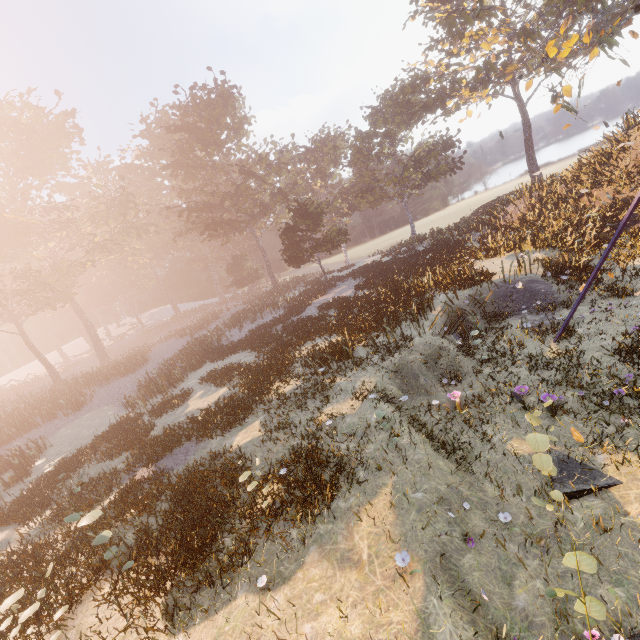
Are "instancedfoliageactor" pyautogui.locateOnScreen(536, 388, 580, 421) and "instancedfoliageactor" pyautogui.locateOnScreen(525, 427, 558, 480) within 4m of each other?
yes

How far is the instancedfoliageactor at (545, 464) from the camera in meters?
5.4

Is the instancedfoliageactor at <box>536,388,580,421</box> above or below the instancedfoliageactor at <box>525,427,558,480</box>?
below

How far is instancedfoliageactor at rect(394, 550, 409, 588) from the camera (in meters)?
5.00

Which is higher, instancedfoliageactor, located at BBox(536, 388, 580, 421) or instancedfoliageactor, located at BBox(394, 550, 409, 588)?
instancedfoliageactor, located at BBox(394, 550, 409, 588)

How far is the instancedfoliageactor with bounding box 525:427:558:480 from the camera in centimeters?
543cm

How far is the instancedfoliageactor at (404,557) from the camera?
5.0m

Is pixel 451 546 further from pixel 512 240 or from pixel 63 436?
pixel 63 436
